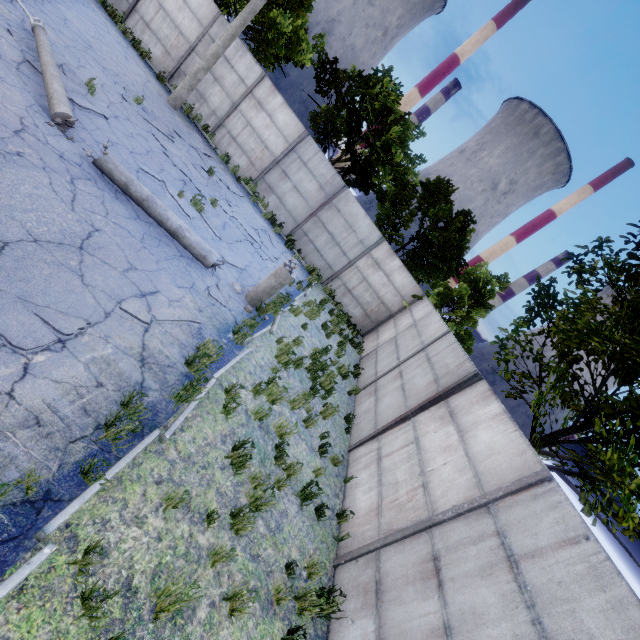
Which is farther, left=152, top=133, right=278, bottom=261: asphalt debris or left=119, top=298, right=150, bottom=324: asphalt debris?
left=152, top=133, right=278, bottom=261: asphalt debris

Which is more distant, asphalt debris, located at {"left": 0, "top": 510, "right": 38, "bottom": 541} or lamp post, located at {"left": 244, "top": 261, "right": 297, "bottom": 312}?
lamp post, located at {"left": 244, "top": 261, "right": 297, "bottom": 312}

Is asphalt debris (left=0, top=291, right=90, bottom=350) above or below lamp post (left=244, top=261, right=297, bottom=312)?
below

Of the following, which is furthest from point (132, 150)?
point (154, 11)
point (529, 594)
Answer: point (529, 594)

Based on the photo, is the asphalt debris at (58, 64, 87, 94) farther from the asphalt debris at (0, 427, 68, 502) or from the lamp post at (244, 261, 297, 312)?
the asphalt debris at (0, 427, 68, 502)

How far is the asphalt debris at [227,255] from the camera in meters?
8.9 m

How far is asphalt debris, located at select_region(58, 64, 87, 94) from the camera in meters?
7.5 m

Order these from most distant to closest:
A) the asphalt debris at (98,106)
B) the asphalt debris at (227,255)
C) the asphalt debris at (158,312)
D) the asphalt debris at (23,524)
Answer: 1. the asphalt debris at (227,255)
2. the asphalt debris at (98,106)
3. the asphalt debris at (158,312)
4. the asphalt debris at (23,524)
